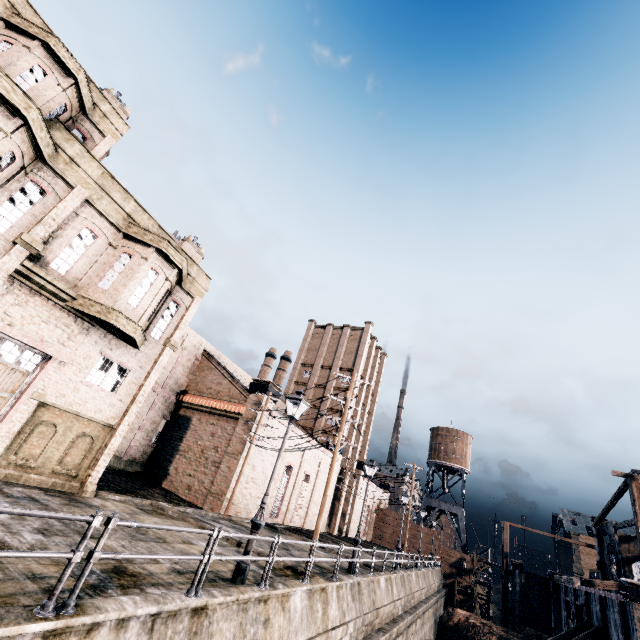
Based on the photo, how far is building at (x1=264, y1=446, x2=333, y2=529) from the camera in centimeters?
2965cm

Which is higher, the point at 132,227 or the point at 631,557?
the point at 132,227

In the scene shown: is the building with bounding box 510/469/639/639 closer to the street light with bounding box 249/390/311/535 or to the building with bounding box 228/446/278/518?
the building with bounding box 228/446/278/518

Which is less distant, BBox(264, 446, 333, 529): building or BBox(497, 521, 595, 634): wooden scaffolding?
BBox(264, 446, 333, 529): building

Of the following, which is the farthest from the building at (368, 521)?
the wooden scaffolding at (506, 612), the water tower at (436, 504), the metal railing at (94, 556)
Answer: the wooden scaffolding at (506, 612)

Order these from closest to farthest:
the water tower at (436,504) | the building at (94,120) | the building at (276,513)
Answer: the building at (94,120)
the building at (276,513)
the water tower at (436,504)

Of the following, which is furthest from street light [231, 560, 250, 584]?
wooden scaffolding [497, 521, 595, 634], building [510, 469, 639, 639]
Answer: wooden scaffolding [497, 521, 595, 634]

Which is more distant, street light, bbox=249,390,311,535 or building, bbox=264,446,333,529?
building, bbox=264,446,333,529
